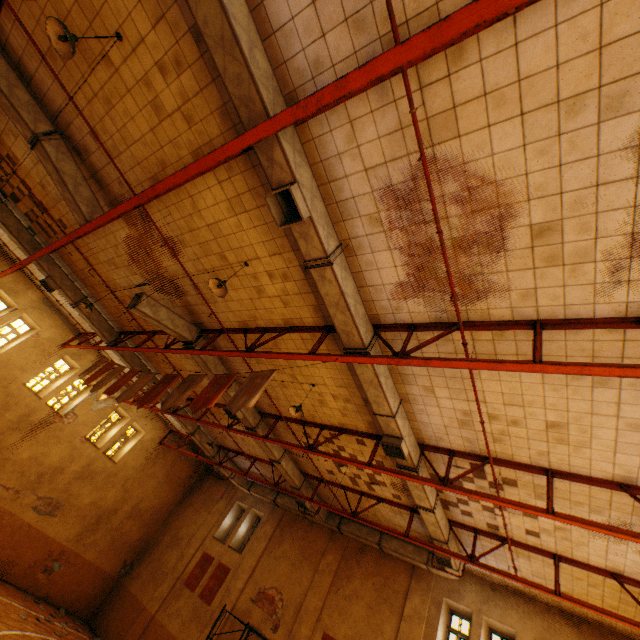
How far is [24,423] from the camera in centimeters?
1504cm

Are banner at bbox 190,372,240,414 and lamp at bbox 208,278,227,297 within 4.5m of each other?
yes

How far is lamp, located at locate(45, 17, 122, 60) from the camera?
4.6m

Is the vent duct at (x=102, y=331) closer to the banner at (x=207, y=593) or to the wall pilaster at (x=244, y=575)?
the wall pilaster at (x=244, y=575)

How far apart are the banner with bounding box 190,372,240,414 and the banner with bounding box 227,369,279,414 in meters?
0.4

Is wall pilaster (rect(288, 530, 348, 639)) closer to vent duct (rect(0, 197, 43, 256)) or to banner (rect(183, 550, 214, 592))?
vent duct (rect(0, 197, 43, 256))

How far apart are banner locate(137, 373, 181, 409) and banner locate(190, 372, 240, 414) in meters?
1.4

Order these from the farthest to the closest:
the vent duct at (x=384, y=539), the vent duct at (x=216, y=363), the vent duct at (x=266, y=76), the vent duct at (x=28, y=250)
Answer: the vent duct at (x=384, y=539), the vent duct at (x=28, y=250), the vent duct at (x=216, y=363), the vent duct at (x=266, y=76)
